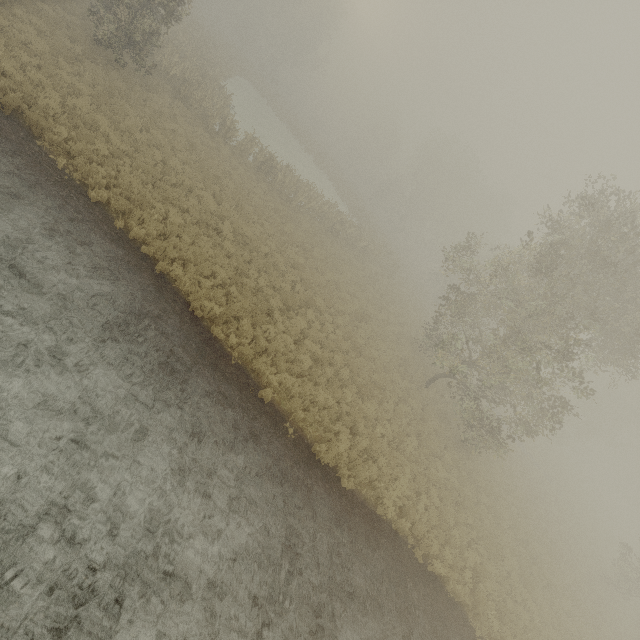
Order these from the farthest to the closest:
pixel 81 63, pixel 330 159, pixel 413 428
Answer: Result: pixel 330 159 < pixel 413 428 < pixel 81 63
